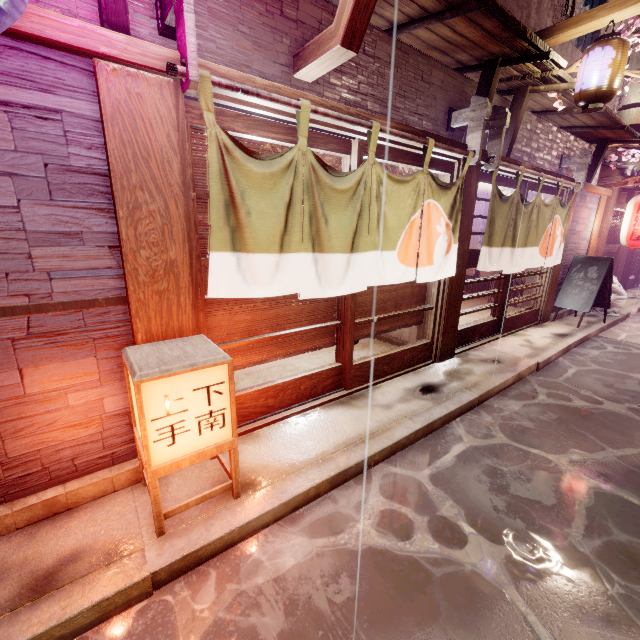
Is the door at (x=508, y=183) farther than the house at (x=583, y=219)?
No

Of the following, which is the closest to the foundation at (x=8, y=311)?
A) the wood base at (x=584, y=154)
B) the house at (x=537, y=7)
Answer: the house at (x=537, y=7)

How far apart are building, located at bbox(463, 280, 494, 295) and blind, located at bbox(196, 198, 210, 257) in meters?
17.0

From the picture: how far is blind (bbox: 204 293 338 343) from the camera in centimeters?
528cm

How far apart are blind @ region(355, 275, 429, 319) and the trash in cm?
1151

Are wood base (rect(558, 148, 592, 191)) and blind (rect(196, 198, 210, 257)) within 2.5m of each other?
no

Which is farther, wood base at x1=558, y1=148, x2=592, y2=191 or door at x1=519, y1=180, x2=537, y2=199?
wood base at x1=558, y1=148, x2=592, y2=191

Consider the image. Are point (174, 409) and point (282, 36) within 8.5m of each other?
yes
